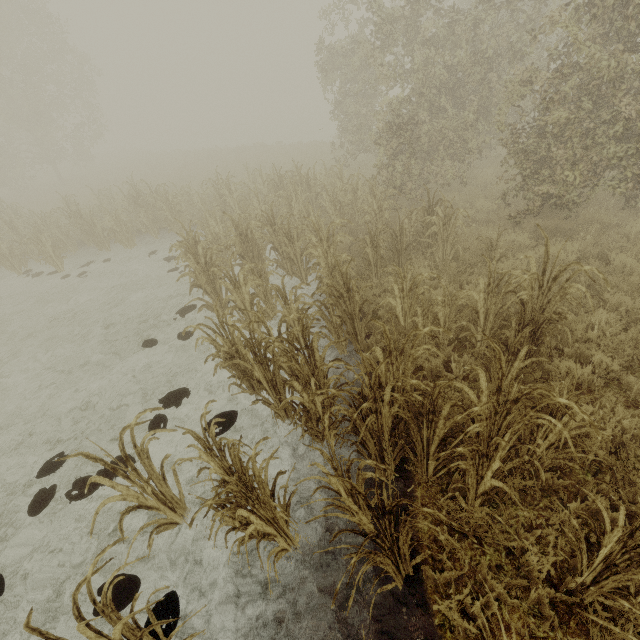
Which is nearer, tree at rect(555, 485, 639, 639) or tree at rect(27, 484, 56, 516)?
tree at rect(555, 485, 639, 639)

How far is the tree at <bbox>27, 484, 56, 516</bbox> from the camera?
4.3 meters

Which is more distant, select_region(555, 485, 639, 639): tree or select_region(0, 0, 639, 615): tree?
select_region(0, 0, 639, 615): tree

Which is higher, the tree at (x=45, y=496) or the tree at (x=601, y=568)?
the tree at (x=601, y=568)

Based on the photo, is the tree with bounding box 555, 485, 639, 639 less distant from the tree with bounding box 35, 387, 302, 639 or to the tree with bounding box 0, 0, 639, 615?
the tree with bounding box 0, 0, 639, 615

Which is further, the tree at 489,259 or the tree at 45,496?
the tree at 45,496

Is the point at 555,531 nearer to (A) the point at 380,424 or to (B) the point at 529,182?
(A) the point at 380,424

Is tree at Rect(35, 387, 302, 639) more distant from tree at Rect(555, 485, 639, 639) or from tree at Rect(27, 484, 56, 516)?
tree at Rect(555, 485, 639, 639)
